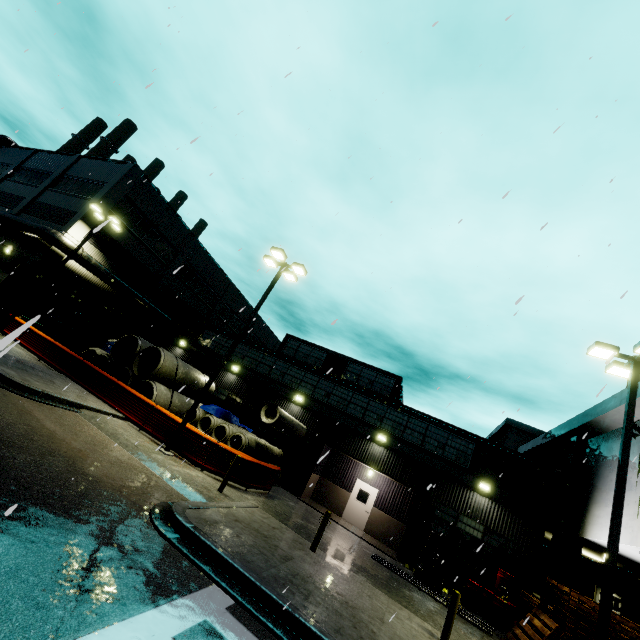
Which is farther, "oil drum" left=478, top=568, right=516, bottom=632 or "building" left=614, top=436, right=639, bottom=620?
"oil drum" left=478, top=568, right=516, bottom=632

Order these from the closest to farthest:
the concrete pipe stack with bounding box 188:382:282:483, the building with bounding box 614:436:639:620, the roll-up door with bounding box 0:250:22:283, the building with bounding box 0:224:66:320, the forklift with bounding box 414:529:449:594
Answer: the building with bounding box 614:436:639:620 < the forklift with bounding box 414:529:449:594 < the concrete pipe stack with bounding box 188:382:282:483 < the building with bounding box 0:224:66:320 < the roll-up door with bounding box 0:250:22:283

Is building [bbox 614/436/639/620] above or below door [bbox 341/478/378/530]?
above

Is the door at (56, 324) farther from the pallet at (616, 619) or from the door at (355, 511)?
the pallet at (616, 619)

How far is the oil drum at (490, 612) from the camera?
13.8 meters

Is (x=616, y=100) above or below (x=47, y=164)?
above

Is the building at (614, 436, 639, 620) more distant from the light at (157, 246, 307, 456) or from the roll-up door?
the light at (157, 246, 307, 456)

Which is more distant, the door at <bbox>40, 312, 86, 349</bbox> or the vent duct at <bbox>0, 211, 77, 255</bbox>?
the door at <bbox>40, 312, 86, 349</bbox>
